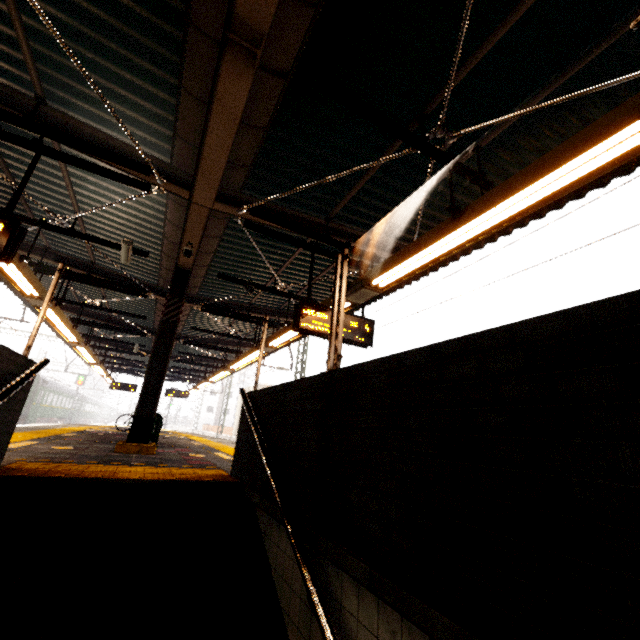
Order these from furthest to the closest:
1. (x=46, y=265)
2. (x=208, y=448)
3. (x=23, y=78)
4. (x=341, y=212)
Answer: (x=208, y=448), (x=46, y=265), (x=341, y=212), (x=23, y=78)

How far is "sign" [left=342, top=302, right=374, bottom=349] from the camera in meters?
5.6

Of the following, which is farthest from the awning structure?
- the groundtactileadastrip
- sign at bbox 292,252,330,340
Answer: the groundtactileadastrip

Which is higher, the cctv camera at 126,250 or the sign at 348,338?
Result: the cctv camera at 126,250

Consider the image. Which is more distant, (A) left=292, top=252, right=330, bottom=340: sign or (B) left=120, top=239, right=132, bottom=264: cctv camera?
(B) left=120, top=239, right=132, bottom=264: cctv camera

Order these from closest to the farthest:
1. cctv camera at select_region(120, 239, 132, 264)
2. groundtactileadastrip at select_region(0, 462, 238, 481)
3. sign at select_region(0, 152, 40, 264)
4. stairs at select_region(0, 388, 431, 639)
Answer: stairs at select_region(0, 388, 431, 639) < groundtactileadastrip at select_region(0, 462, 238, 481) < sign at select_region(0, 152, 40, 264) < cctv camera at select_region(120, 239, 132, 264)

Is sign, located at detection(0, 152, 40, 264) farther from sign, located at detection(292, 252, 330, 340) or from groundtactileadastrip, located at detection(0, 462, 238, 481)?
sign, located at detection(292, 252, 330, 340)

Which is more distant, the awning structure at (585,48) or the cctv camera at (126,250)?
the cctv camera at (126,250)
